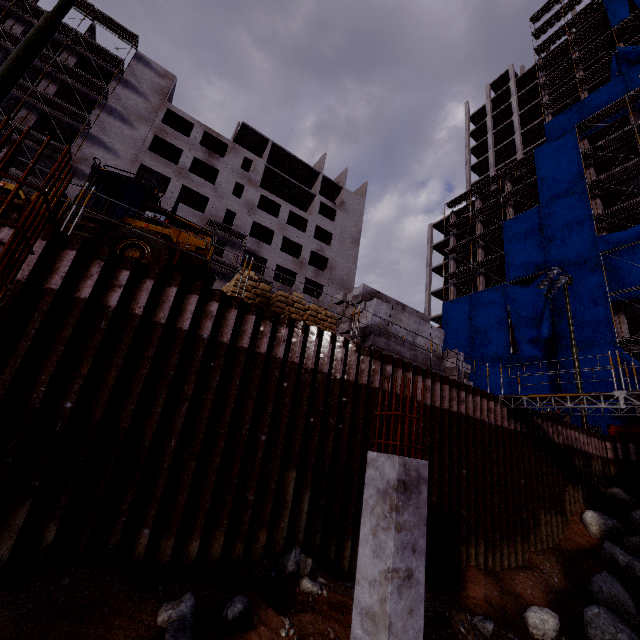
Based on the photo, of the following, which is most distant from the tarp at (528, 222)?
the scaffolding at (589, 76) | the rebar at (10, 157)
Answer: the rebar at (10, 157)

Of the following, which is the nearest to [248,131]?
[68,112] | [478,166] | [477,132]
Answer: [68,112]

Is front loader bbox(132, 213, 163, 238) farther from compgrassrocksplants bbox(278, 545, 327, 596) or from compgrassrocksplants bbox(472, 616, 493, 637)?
compgrassrocksplants bbox(472, 616, 493, 637)

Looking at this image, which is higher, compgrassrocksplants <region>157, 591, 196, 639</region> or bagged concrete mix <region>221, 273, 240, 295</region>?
bagged concrete mix <region>221, 273, 240, 295</region>

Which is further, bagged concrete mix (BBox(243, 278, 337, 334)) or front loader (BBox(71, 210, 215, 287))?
bagged concrete mix (BBox(243, 278, 337, 334))

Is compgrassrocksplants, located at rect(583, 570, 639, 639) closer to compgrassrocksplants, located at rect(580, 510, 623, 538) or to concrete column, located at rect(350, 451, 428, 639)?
compgrassrocksplants, located at rect(580, 510, 623, 538)

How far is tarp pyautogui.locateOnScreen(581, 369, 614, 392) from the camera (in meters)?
24.42

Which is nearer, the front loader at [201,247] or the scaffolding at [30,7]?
the front loader at [201,247]
